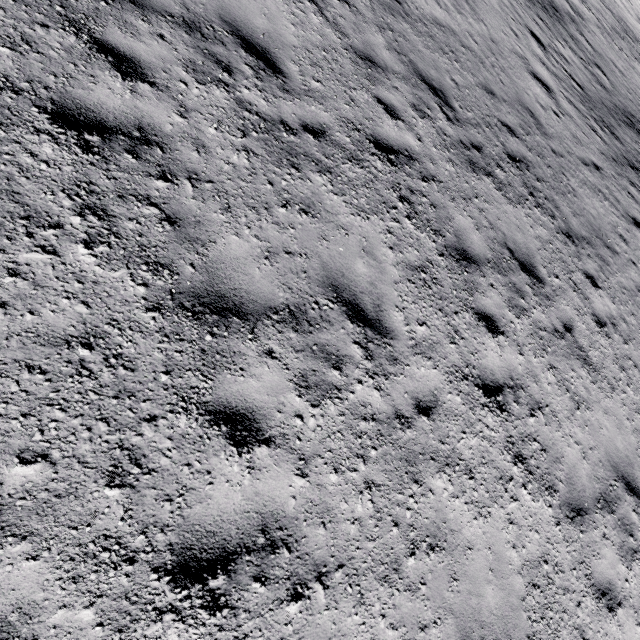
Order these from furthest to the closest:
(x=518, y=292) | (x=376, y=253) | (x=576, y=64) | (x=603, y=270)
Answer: (x=576, y=64)
(x=603, y=270)
(x=518, y=292)
(x=376, y=253)
